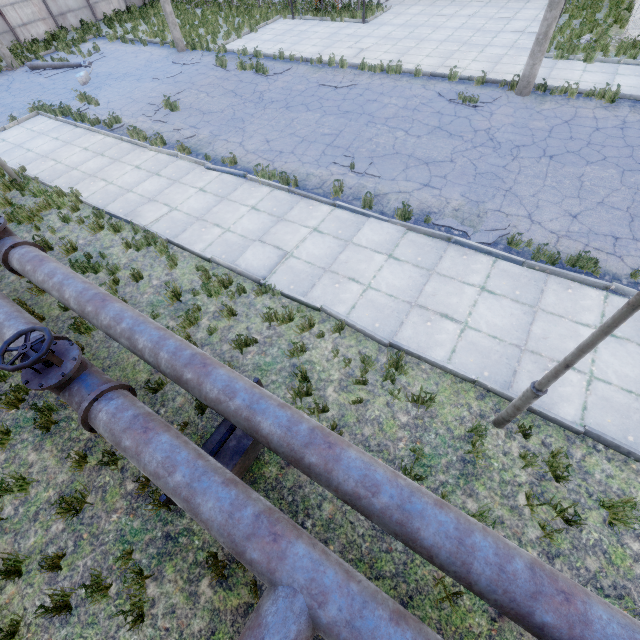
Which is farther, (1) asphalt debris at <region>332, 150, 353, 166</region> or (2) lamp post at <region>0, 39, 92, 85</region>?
(2) lamp post at <region>0, 39, 92, 85</region>

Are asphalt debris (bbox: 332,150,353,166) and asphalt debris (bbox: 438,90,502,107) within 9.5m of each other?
yes

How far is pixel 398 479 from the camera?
3.42m

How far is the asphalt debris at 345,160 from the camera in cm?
938

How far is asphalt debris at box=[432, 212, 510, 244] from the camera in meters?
7.1 m

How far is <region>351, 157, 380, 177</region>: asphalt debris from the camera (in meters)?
→ 8.95

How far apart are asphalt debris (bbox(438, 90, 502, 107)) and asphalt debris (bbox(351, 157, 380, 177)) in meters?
4.6
